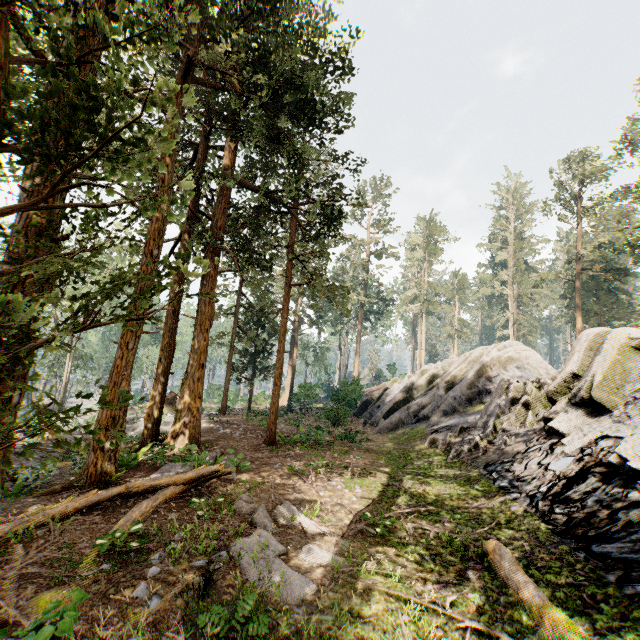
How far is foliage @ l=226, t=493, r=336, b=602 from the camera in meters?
5.2 m

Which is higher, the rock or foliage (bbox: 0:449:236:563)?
the rock

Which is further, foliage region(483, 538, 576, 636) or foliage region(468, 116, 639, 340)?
foliage region(468, 116, 639, 340)

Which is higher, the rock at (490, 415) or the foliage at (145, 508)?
the rock at (490, 415)

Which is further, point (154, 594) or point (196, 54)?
point (196, 54)

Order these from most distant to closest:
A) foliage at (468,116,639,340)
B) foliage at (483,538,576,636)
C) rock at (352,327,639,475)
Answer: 1. foliage at (468,116,639,340)
2. rock at (352,327,639,475)
3. foliage at (483,538,576,636)
